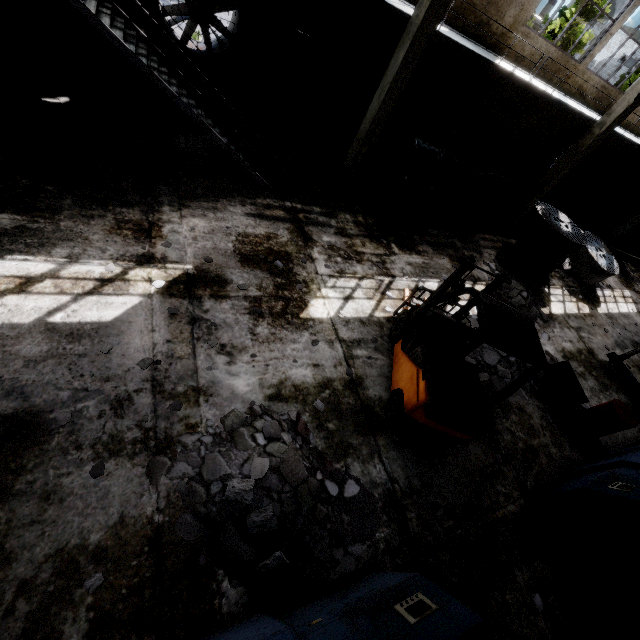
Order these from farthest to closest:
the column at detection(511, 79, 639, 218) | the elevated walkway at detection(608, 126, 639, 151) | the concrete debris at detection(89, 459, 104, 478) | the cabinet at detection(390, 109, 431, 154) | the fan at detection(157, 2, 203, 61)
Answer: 1. the elevated walkway at detection(608, 126, 639, 151)
2. the cabinet at detection(390, 109, 431, 154)
3. the column at detection(511, 79, 639, 218)
4. the fan at detection(157, 2, 203, 61)
5. the concrete debris at detection(89, 459, 104, 478)

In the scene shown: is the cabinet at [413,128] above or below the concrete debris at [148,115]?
above

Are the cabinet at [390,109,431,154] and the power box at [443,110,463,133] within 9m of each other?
yes

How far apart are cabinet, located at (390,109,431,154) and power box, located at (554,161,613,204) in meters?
11.6 m

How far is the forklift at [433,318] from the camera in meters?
4.5 m

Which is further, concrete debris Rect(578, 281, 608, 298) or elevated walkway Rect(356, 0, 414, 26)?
concrete debris Rect(578, 281, 608, 298)

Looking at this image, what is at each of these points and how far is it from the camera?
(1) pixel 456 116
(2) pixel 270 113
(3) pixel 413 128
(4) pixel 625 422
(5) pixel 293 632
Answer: (1) power box, 12.8m
(2) power box, 10.3m
(3) cabinet, 12.5m
(4) barrel, 6.7m
(5) cable machine, 2.8m

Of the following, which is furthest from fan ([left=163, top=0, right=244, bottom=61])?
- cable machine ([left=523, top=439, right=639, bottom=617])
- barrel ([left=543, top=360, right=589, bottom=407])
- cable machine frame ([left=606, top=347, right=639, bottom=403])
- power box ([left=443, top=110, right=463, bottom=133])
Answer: cable machine frame ([left=606, top=347, right=639, bottom=403])
